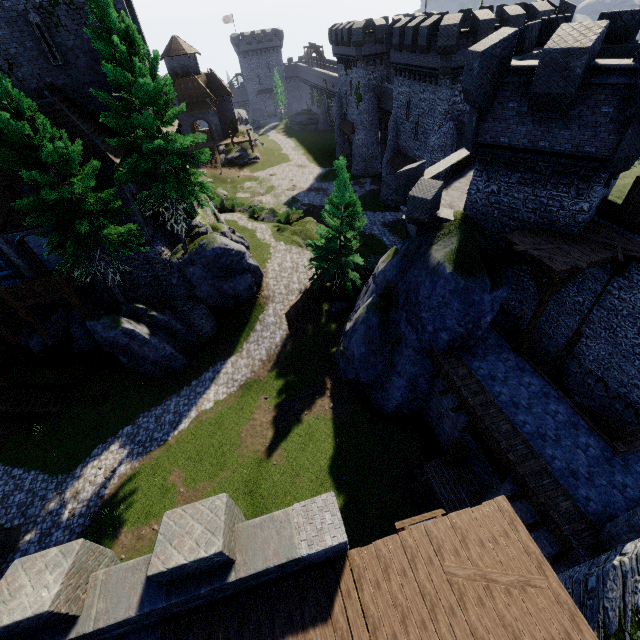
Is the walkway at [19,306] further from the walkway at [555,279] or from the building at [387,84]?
the building at [387,84]

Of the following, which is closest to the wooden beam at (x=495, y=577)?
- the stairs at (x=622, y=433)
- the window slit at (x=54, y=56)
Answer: the stairs at (x=622, y=433)

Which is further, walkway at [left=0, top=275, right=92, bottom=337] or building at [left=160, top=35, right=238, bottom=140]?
building at [left=160, top=35, right=238, bottom=140]

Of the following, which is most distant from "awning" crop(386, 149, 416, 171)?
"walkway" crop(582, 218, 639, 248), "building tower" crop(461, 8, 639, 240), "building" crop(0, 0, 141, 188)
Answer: "walkway" crop(582, 218, 639, 248)

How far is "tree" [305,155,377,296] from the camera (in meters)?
21.84

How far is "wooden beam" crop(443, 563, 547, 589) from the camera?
6.6m

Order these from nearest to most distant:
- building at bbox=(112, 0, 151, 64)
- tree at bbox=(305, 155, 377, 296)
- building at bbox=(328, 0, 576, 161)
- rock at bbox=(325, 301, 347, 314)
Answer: building at bbox=(112, 0, 151, 64), tree at bbox=(305, 155, 377, 296), building at bbox=(328, 0, 576, 161), rock at bbox=(325, 301, 347, 314)

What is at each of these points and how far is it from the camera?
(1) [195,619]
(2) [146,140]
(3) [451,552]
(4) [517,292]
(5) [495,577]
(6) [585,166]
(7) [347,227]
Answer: (1) walkway, 6.71m
(2) tree, 16.33m
(3) walkway, 7.10m
(4) building tower, 16.73m
(5) wooden beam, 6.71m
(6) building tower, 11.80m
(7) tree, 22.45m
